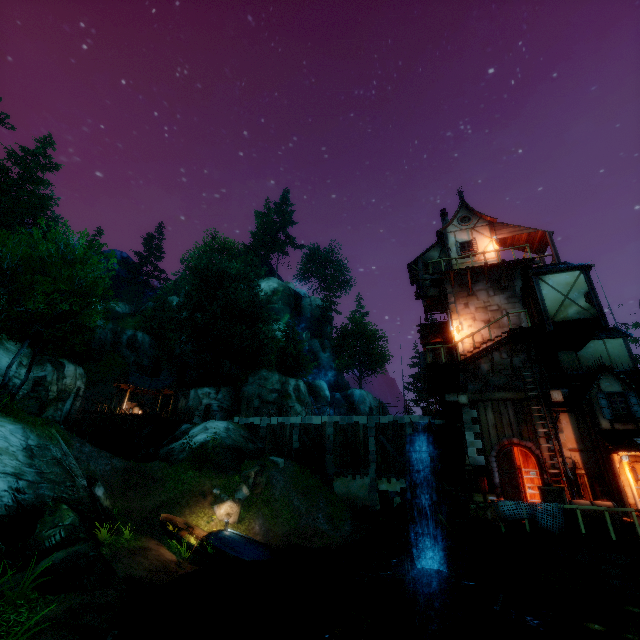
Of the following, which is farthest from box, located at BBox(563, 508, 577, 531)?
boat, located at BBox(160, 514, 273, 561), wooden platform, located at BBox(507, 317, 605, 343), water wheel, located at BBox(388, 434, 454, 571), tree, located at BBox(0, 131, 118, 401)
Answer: boat, located at BBox(160, 514, 273, 561)

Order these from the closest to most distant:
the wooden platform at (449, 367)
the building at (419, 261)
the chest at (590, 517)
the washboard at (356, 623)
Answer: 1. the washboard at (356, 623)
2. the chest at (590, 517)
3. the wooden platform at (449, 367)
4. the building at (419, 261)

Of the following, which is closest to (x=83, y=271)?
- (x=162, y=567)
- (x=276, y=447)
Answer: (x=162, y=567)

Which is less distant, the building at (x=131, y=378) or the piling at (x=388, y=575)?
the piling at (x=388, y=575)

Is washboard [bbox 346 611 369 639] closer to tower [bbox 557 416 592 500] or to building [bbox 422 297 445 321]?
tower [bbox 557 416 592 500]

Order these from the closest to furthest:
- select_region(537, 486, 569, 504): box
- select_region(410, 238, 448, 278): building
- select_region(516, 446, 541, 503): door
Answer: select_region(537, 486, 569, 504): box < select_region(516, 446, 541, 503): door < select_region(410, 238, 448, 278): building

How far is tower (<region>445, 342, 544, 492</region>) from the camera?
15.3m

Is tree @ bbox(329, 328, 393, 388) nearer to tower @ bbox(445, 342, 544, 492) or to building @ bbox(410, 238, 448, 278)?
building @ bbox(410, 238, 448, 278)
